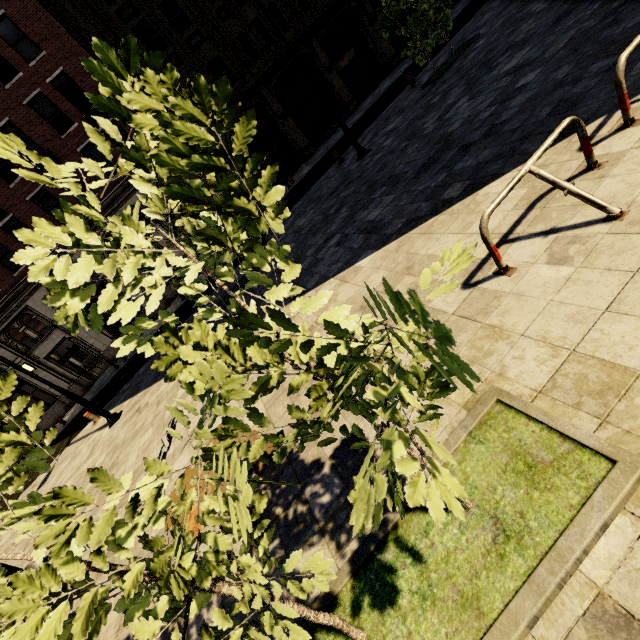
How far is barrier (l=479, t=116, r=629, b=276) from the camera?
2.99m

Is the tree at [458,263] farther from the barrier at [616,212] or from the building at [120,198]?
the building at [120,198]

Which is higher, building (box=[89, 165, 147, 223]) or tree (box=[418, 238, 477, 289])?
building (box=[89, 165, 147, 223])

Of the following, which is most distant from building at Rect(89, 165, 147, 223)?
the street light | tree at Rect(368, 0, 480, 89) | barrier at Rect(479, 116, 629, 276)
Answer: barrier at Rect(479, 116, 629, 276)

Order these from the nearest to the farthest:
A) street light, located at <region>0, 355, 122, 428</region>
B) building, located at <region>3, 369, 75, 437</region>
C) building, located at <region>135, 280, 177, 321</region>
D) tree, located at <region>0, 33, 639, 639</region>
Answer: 1. tree, located at <region>0, 33, 639, 639</region>
2. street light, located at <region>0, 355, 122, 428</region>
3. building, located at <region>3, 369, 75, 437</region>
4. building, located at <region>135, 280, 177, 321</region>

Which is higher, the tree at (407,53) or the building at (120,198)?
the building at (120,198)

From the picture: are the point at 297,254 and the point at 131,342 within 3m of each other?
no
